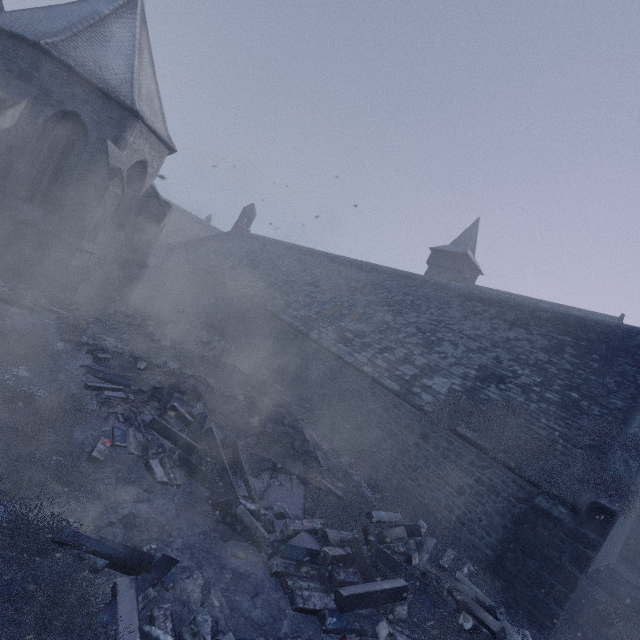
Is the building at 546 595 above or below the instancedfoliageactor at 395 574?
above

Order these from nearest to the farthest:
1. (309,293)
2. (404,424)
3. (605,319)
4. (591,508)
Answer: (591,508) → (404,424) → (605,319) → (309,293)

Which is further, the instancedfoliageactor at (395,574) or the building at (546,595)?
the building at (546,595)

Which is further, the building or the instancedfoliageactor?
the building

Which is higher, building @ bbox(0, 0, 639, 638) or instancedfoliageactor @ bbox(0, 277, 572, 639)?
building @ bbox(0, 0, 639, 638)
